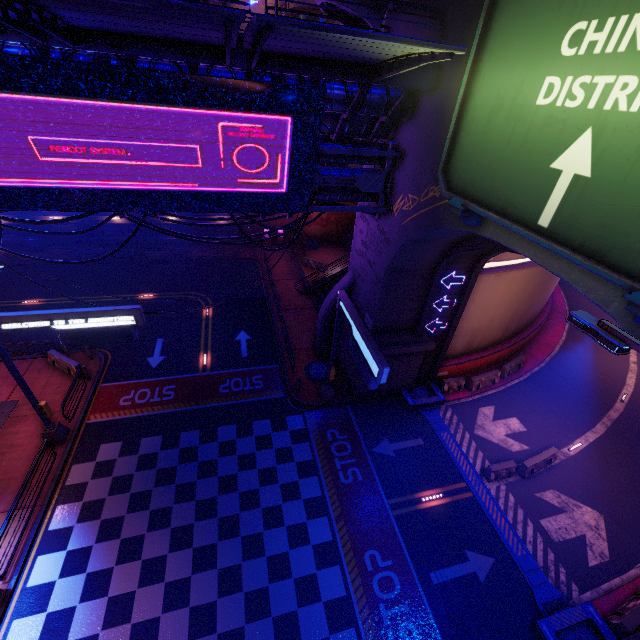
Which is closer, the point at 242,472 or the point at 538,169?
the point at 538,169

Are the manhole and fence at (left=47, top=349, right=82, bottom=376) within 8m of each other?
no

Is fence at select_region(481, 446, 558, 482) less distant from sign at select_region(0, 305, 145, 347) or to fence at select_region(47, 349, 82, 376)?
sign at select_region(0, 305, 145, 347)

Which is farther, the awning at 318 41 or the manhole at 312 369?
the manhole at 312 369

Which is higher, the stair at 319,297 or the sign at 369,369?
the sign at 369,369

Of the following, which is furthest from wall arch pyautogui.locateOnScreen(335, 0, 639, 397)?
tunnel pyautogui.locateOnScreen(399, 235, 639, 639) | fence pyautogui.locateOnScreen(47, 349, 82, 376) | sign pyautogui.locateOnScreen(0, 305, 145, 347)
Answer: fence pyautogui.locateOnScreen(47, 349, 82, 376)

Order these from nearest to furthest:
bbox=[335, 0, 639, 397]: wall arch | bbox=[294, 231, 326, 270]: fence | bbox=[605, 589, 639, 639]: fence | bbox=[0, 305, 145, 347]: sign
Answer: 1. bbox=[335, 0, 639, 397]: wall arch
2. bbox=[605, 589, 639, 639]: fence
3. bbox=[0, 305, 145, 347]: sign
4. bbox=[294, 231, 326, 270]: fence

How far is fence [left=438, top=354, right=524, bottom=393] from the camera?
20.1 meters
